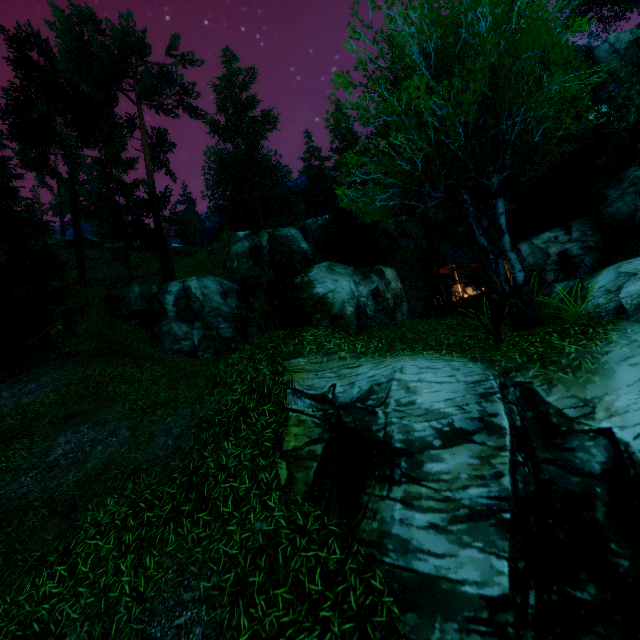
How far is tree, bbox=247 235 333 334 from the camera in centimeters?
1546cm

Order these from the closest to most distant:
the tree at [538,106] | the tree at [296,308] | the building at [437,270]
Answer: the tree at [538,106] → the tree at [296,308] → the building at [437,270]

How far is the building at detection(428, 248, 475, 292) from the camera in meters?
27.6

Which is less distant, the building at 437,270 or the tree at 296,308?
the tree at 296,308

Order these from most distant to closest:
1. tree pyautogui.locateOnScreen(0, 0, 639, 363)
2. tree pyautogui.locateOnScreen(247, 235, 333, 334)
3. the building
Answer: the building, tree pyautogui.locateOnScreen(247, 235, 333, 334), tree pyautogui.locateOnScreen(0, 0, 639, 363)

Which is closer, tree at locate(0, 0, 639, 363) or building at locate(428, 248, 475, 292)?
tree at locate(0, 0, 639, 363)

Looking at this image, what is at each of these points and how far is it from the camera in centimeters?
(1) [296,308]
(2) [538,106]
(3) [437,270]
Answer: (1) tree, 1600cm
(2) tree, 621cm
(3) building, 2844cm
